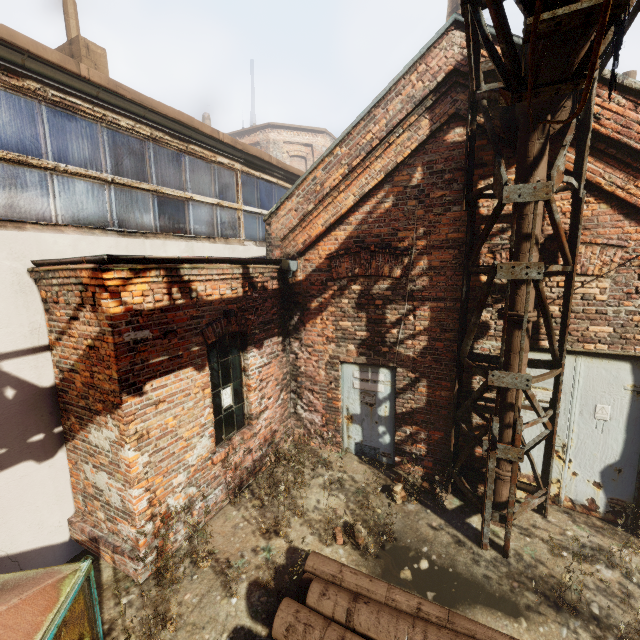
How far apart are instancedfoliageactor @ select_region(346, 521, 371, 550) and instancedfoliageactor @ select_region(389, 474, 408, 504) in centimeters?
86cm

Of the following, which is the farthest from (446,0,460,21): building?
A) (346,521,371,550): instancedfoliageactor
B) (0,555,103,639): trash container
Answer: (0,555,103,639): trash container

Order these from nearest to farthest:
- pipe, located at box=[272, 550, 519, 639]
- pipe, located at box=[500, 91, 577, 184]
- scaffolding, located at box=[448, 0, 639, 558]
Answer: scaffolding, located at box=[448, 0, 639, 558] → pipe, located at box=[272, 550, 519, 639] → pipe, located at box=[500, 91, 577, 184]

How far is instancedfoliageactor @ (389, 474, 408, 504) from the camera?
5.3m

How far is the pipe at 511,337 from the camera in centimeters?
422cm

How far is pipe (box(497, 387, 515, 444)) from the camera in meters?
4.5

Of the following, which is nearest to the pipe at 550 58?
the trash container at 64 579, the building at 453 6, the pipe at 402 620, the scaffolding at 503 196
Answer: the scaffolding at 503 196

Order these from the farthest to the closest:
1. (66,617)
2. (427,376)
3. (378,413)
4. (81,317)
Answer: (378,413) → (427,376) → (81,317) → (66,617)
